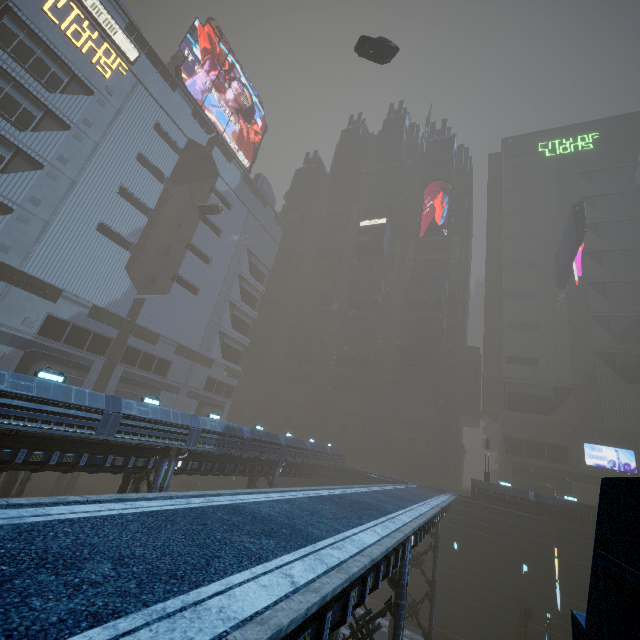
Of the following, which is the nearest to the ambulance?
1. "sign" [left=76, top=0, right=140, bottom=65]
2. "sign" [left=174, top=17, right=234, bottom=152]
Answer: "sign" [left=76, top=0, right=140, bottom=65]

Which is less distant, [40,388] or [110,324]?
[40,388]

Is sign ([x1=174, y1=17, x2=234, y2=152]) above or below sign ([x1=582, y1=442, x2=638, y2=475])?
above

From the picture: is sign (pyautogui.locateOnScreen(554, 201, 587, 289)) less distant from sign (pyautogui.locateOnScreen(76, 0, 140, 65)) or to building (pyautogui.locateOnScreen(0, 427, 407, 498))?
building (pyautogui.locateOnScreen(0, 427, 407, 498))

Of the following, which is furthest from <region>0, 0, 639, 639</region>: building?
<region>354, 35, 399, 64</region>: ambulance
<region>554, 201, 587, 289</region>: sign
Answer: <region>354, 35, 399, 64</region>: ambulance

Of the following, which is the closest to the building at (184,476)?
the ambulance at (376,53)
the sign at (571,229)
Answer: the sign at (571,229)

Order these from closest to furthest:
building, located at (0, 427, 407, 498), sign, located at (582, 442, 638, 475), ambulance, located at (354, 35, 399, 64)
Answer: building, located at (0, 427, 407, 498), ambulance, located at (354, 35, 399, 64), sign, located at (582, 442, 638, 475)

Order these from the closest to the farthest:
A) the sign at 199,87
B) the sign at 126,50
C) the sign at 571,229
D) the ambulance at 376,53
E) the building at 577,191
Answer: the building at 577,191 → the ambulance at 376,53 → the sign at 126,50 → the sign at 571,229 → the sign at 199,87
